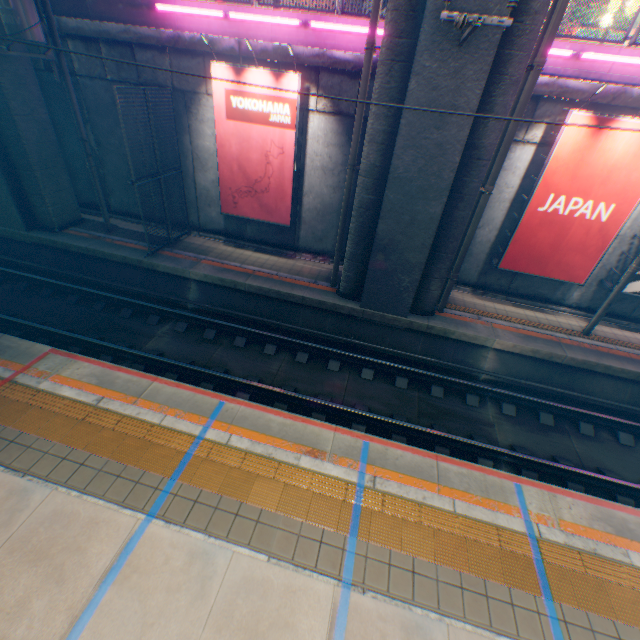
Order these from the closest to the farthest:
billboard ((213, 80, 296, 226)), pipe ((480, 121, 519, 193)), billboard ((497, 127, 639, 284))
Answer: pipe ((480, 121, 519, 193)) < billboard ((497, 127, 639, 284)) < billboard ((213, 80, 296, 226))

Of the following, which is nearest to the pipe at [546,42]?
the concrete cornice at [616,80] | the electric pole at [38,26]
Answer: the concrete cornice at [616,80]

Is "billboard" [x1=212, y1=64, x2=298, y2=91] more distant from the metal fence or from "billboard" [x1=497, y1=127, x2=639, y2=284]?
"billboard" [x1=497, y1=127, x2=639, y2=284]

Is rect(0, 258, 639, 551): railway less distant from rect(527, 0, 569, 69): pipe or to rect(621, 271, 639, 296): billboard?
rect(527, 0, 569, 69): pipe

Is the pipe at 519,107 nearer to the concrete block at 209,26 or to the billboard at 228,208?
the concrete block at 209,26

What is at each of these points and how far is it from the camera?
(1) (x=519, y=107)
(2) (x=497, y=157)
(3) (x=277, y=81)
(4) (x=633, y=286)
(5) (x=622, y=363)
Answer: (1) pipe, 7.2m
(2) pipe, 7.8m
(3) billboard, 9.1m
(4) billboard, 9.8m
(5) railway, 9.3m

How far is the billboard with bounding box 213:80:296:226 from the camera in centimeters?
944cm

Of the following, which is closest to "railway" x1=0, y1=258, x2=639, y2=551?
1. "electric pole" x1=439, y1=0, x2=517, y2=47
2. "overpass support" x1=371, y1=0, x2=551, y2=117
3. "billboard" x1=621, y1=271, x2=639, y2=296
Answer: "overpass support" x1=371, y1=0, x2=551, y2=117
